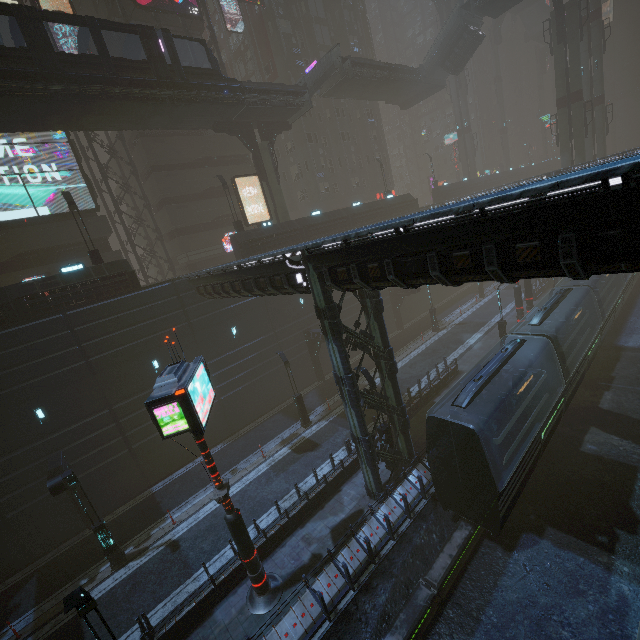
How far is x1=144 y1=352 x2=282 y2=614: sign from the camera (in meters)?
8.88

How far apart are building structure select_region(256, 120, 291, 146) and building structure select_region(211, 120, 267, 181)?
0.68m

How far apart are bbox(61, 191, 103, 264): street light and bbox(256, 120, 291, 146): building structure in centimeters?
1574cm

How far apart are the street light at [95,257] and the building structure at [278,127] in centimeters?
1574cm

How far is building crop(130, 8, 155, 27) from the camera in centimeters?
2920cm

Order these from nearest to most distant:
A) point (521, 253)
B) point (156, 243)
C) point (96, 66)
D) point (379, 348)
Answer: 1. point (521, 253)
2. point (379, 348)
3. point (96, 66)
4. point (156, 243)

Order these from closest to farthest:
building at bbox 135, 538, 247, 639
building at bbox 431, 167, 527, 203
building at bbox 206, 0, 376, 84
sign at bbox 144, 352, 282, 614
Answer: sign at bbox 144, 352, 282, 614 < building at bbox 135, 538, 247, 639 < building at bbox 206, 0, 376, 84 < building at bbox 431, 167, 527, 203

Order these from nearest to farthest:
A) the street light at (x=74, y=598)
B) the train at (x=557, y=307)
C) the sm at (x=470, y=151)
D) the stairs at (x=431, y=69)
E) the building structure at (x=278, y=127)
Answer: the street light at (x=74, y=598), the train at (x=557, y=307), the building structure at (x=278, y=127), the stairs at (x=431, y=69), the sm at (x=470, y=151)
